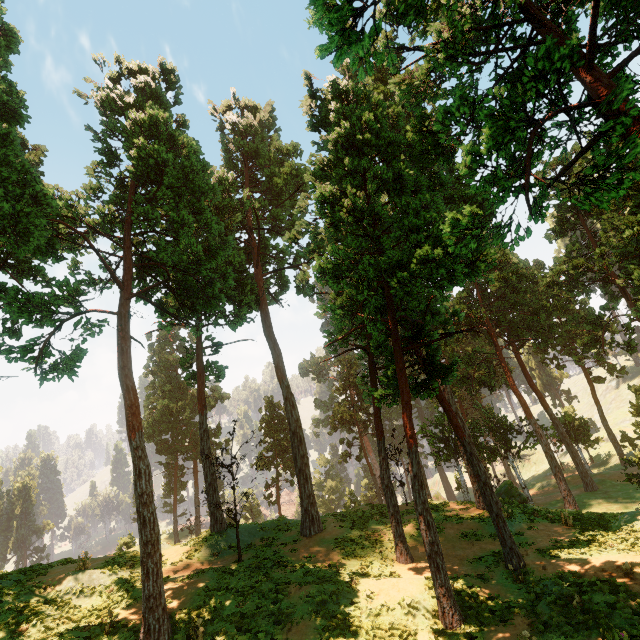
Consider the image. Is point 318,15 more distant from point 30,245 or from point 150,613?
point 150,613

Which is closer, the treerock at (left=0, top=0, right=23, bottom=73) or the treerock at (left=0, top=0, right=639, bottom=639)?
the treerock at (left=0, top=0, right=639, bottom=639)

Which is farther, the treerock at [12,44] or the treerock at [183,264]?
the treerock at [12,44]
